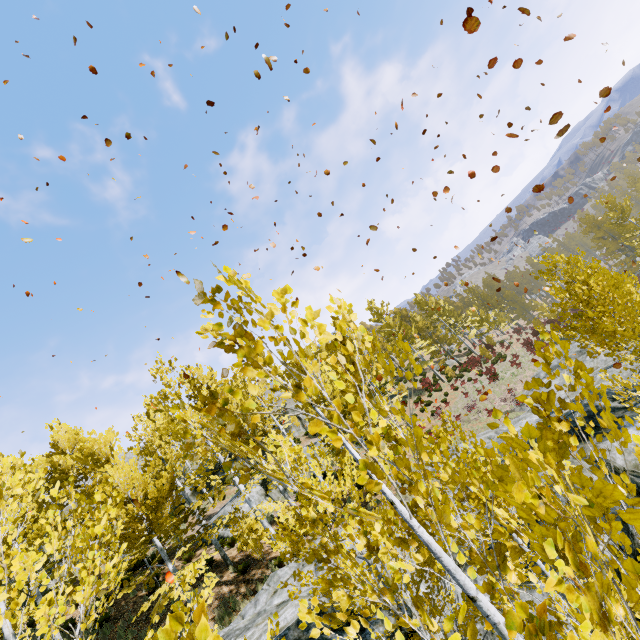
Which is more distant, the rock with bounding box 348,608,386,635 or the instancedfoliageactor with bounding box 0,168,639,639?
the rock with bounding box 348,608,386,635

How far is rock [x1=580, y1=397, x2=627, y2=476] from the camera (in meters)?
7.97

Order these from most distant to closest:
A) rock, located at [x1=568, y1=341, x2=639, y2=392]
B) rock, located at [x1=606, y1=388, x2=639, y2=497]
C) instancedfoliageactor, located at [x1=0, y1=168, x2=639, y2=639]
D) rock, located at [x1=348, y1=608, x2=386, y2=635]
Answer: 1. rock, located at [x1=568, y1=341, x2=639, y2=392]
2. rock, located at [x1=606, y1=388, x2=639, y2=497]
3. rock, located at [x1=348, y1=608, x2=386, y2=635]
4. instancedfoliageactor, located at [x1=0, y1=168, x2=639, y2=639]

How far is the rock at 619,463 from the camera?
8.0 meters

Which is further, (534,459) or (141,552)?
(141,552)

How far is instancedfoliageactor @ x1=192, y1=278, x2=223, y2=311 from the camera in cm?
171

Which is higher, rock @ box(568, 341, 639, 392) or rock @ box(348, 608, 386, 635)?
rock @ box(348, 608, 386, 635)

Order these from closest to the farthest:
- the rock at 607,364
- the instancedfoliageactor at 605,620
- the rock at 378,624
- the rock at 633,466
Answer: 1. the instancedfoliageactor at 605,620
2. the rock at 378,624
3. the rock at 633,466
4. the rock at 607,364
